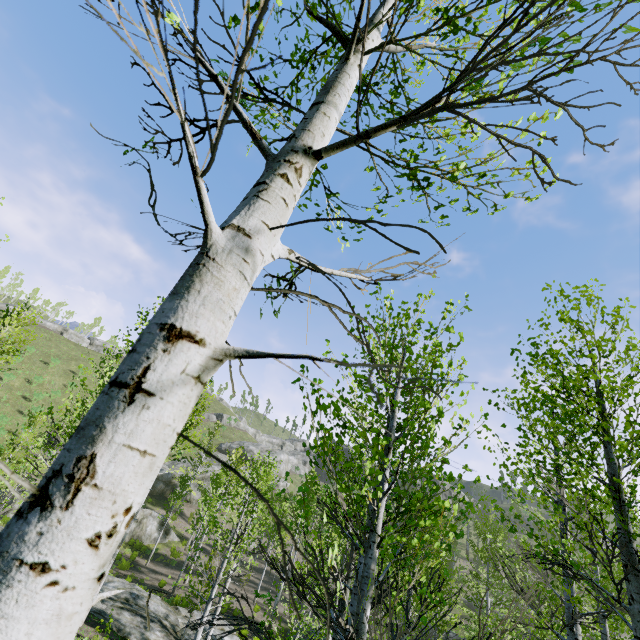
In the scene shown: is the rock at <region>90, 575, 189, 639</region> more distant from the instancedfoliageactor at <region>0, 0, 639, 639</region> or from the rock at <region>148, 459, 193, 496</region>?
the rock at <region>148, 459, 193, 496</region>

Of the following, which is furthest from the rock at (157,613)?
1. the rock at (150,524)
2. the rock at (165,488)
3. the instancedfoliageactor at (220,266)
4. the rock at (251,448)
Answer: the rock at (251,448)

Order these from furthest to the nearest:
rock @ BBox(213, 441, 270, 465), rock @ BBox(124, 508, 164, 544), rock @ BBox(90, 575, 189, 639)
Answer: rock @ BBox(213, 441, 270, 465), rock @ BBox(124, 508, 164, 544), rock @ BBox(90, 575, 189, 639)

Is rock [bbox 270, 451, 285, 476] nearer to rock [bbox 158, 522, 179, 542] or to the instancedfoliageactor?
the instancedfoliageactor

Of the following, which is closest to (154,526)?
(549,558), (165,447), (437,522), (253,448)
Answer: (253,448)

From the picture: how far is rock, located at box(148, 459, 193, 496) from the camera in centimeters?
3808cm

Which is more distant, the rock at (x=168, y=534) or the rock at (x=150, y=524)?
the rock at (x=168, y=534)

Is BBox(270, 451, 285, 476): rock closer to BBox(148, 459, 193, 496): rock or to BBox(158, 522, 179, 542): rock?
BBox(148, 459, 193, 496): rock
